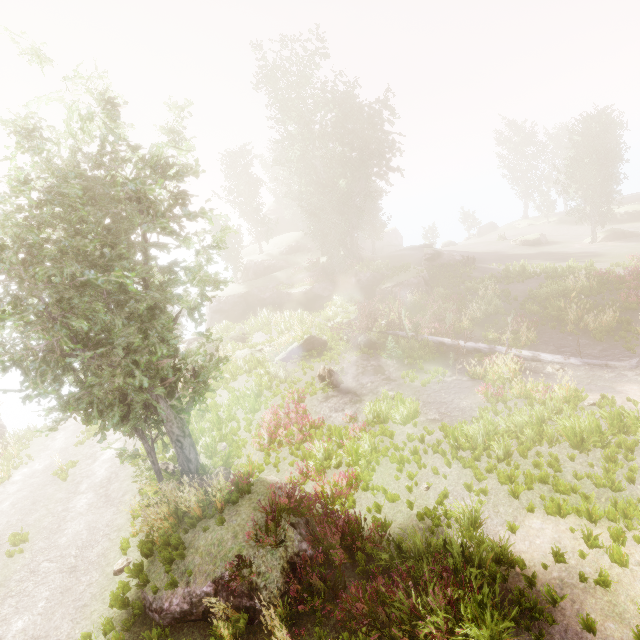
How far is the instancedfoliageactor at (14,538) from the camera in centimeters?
1142cm

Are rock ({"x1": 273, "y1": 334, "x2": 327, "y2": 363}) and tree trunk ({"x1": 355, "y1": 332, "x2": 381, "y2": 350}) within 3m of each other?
yes

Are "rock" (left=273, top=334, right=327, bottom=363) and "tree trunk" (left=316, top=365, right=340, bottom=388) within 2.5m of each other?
no

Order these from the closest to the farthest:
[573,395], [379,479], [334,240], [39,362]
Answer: [39,362] < [379,479] < [573,395] < [334,240]

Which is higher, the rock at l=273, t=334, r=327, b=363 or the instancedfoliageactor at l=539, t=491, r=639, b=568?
the rock at l=273, t=334, r=327, b=363

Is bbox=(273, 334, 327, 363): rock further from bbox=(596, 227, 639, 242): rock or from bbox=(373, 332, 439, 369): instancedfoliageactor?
bbox=(596, 227, 639, 242): rock

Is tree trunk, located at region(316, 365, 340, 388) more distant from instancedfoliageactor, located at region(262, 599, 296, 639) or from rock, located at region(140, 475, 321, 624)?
rock, located at region(140, 475, 321, 624)

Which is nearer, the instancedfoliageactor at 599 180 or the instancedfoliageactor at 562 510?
the instancedfoliageactor at 562 510
